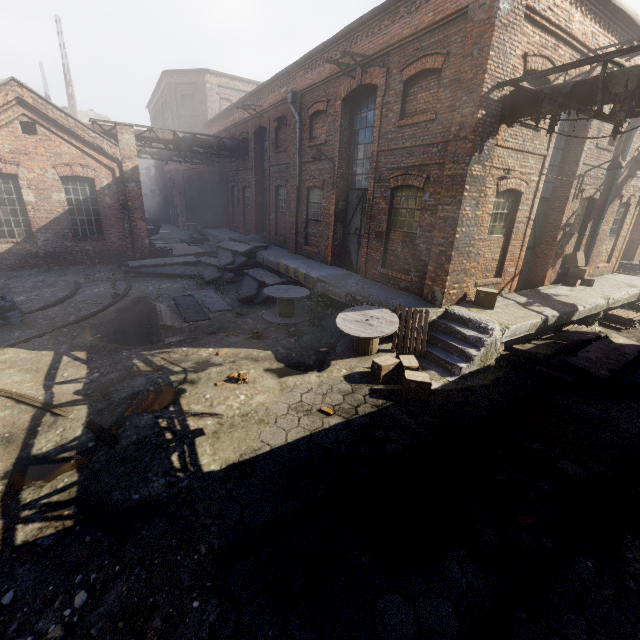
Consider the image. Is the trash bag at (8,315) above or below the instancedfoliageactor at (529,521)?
above

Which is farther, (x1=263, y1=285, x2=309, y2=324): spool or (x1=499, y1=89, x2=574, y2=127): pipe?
(x1=263, y1=285, x2=309, y2=324): spool

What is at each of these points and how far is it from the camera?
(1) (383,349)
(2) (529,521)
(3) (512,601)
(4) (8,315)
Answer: (1) spool, 8.4m
(2) instancedfoliageactor, 4.1m
(3) track, 3.3m
(4) trash bag, 9.2m

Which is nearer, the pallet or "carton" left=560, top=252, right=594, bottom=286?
"carton" left=560, top=252, right=594, bottom=286

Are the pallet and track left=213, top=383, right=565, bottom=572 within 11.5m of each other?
no

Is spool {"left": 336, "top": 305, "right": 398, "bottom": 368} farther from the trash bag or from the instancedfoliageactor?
the trash bag

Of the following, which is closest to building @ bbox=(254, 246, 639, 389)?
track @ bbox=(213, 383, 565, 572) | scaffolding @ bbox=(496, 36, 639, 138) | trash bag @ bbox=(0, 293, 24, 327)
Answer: track @ bbox=(213, 383, 565, 572)

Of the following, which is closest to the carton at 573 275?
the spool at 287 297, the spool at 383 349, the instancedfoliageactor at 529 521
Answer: the spool at 383 349
